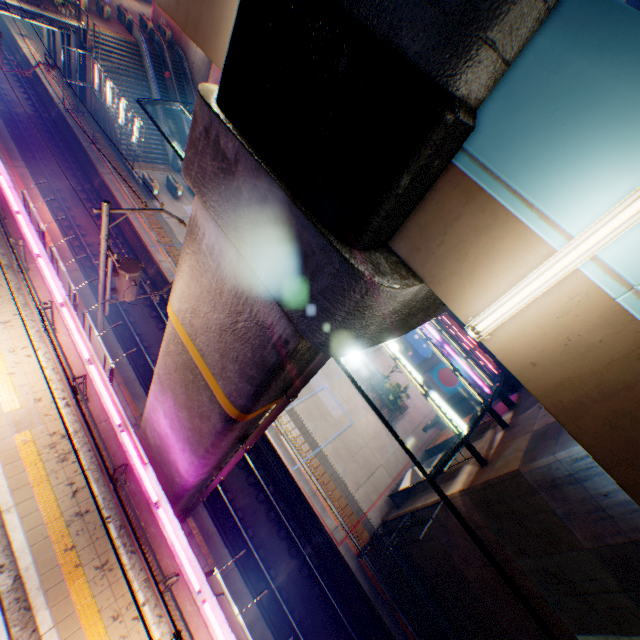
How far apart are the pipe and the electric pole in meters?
7.4

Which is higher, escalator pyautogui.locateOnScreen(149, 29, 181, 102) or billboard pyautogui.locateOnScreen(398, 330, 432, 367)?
escalator pyautogui.locateOnScreen(149, 29, 181, 102)

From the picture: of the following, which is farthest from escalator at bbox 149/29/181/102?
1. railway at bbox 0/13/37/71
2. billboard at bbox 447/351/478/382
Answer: billboard at bbox 447/351/478/382

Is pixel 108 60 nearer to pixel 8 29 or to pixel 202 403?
pixel 8 29

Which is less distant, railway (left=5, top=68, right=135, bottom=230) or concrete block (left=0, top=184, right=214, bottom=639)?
concrete block (left=0, top=184, right=214, bottom=639)

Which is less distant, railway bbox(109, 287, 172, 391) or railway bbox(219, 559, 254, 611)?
railway bbox(219, 559, 254, 611)

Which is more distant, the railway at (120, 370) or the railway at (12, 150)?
the railway at (12, 150)

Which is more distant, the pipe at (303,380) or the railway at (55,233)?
the railway at (55,233)
